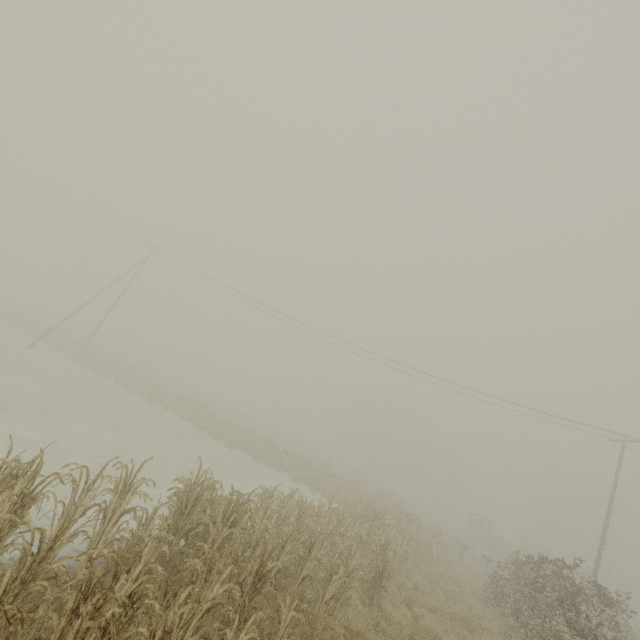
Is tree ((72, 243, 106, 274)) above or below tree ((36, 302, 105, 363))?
above

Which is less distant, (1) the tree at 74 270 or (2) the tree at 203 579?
(2) the tree at 203 579

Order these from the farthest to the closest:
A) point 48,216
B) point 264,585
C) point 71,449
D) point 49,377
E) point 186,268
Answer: point 48,216
point 186,268
point 49,377
point 71,449
point 264,585

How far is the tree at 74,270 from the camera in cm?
5794

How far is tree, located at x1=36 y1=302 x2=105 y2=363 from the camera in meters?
28.1 m
